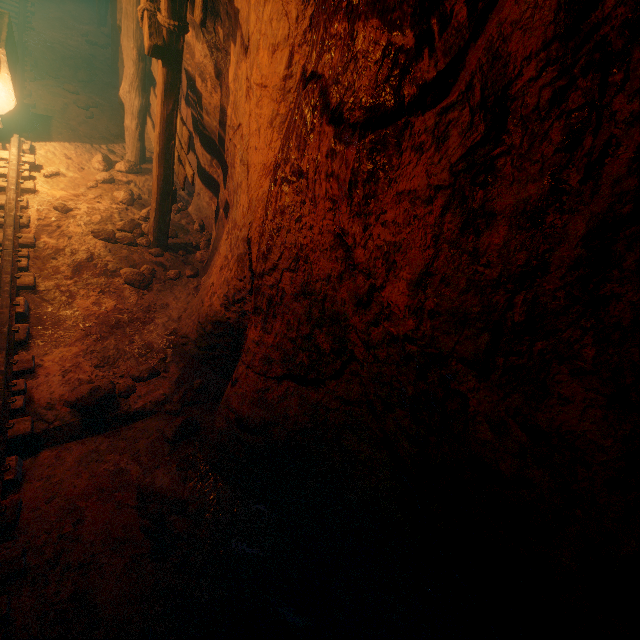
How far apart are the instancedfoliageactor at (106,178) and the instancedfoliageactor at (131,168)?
0.20m

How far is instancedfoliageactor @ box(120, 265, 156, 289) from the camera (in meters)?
4.54

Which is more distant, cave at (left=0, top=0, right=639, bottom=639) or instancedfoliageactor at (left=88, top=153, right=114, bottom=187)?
instancedfoliageactor at (left=88, top=153, right=114, bottom=187)

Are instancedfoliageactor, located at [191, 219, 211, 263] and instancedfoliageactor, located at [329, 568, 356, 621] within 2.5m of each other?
no

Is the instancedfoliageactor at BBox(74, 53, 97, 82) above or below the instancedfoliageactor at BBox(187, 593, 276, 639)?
above

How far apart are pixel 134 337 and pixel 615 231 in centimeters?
461cm

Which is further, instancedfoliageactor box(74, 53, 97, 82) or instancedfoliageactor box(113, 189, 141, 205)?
instancedfoliageactor box(74, 53, 97, 82)

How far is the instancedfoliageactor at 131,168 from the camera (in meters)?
5.99
